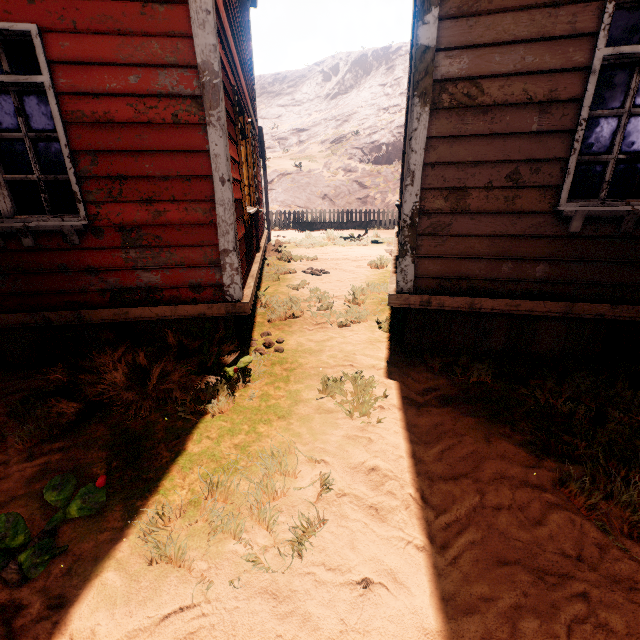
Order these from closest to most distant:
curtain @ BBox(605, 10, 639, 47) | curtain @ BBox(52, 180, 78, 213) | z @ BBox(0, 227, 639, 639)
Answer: z @ BBox(0, 227, 639, 639) → curtain @ BBox(605, 10, 639, 47) → curtain @ BBox(52, 180, 78, 213)

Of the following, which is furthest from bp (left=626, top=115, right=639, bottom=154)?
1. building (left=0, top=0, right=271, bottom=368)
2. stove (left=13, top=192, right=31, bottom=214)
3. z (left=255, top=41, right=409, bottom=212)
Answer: stove (left=13, top=192, right=31, bottom=214)

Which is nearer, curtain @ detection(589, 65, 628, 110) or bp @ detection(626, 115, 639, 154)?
curtain @ detection(589, 65, 628, 110)

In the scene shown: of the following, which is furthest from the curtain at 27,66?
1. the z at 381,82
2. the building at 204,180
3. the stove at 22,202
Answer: the stove at 22,202

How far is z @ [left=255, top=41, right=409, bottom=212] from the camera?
21.2m

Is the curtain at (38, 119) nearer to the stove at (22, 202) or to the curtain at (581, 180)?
the curtain at (581, 180)

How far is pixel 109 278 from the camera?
3.3 meters
